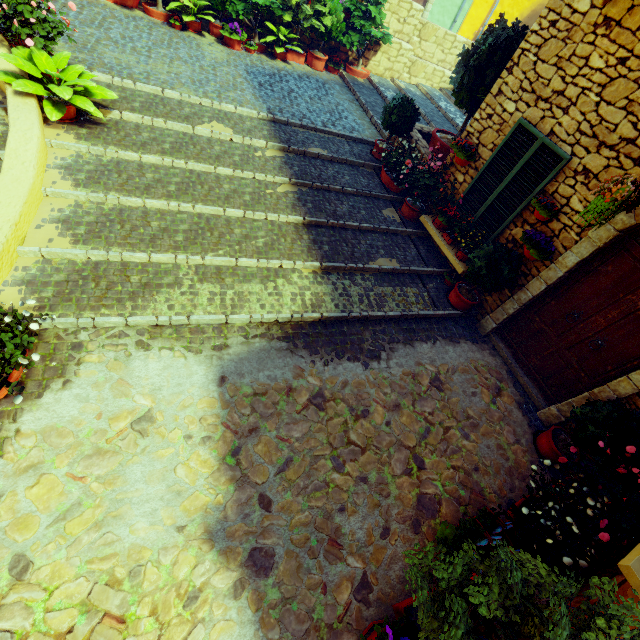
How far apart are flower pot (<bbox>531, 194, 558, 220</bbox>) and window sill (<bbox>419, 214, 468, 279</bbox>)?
1.1 meters

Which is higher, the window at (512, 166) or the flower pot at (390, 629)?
the window at (512, 166)

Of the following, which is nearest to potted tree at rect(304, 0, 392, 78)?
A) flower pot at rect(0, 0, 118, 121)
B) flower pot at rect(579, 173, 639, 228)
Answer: flower pot at rect(0, 0, 118, 121)

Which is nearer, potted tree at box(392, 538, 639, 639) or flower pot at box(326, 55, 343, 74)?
potted tree at box(392, 538, 639, 639)

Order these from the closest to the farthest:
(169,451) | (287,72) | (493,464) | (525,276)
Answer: (169,451) → (493,464) → (525,276) → (287,72)

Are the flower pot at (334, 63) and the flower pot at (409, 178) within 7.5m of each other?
yes

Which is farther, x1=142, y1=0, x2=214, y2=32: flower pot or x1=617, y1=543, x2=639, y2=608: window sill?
x1=142, y1=0, x2=214, y2=32: flower pot

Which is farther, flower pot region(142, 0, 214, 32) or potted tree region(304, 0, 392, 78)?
potted tree region(304, 0, 392, 78)
